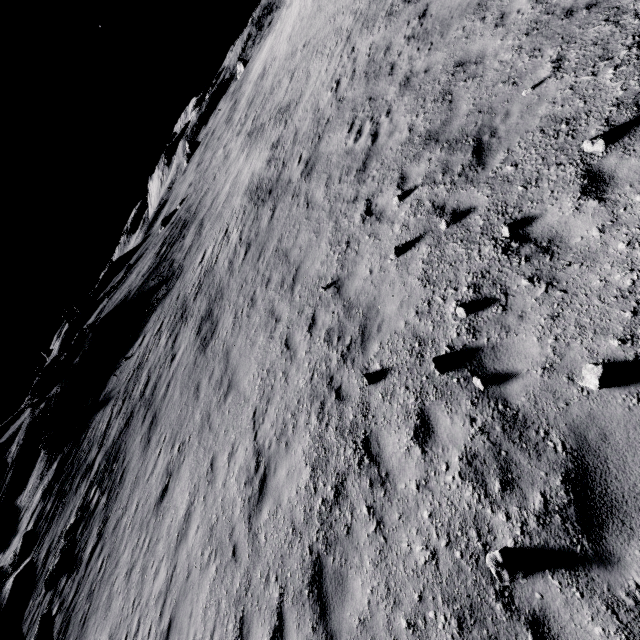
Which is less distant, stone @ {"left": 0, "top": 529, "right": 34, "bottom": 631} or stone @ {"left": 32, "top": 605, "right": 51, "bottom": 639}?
stone @ {"left": 32, "top": 605, "right": 51, "bottom": 639}

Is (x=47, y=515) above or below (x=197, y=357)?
above

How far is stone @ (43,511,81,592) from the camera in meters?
14.6

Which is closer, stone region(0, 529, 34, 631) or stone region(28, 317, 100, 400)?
stone region(0, 529, 34, 631)

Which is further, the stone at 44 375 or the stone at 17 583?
the stone at 44 375

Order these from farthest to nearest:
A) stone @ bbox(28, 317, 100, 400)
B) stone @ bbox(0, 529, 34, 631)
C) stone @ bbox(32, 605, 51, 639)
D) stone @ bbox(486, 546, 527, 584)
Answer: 1. stone @ bbox(28, 317, 100, 400)
2. stone @ bbox(0, 529, 34, 631)
3. stone @ bbox(32, 605, 51, 639)
4. stone @ bbox(486, 546, 527, 584)

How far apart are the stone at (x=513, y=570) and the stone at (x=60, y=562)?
19.36m

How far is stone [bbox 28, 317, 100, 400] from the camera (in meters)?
34.91
